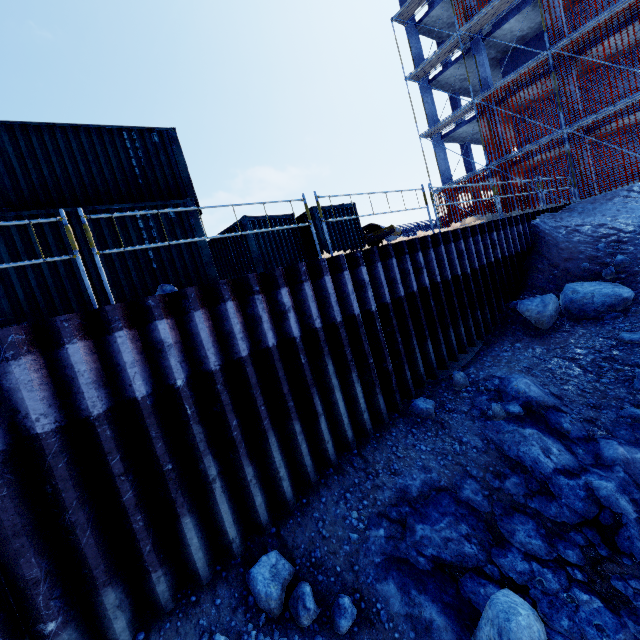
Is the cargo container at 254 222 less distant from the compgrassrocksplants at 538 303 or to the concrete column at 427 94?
the compgrassrocksplants at 538 303

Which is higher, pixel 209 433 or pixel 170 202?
pixel 170 202

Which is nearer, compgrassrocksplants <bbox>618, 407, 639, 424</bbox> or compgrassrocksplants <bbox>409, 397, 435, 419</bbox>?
compgrassrocksplants <bbox>618, 407, 639, 424</bbox>

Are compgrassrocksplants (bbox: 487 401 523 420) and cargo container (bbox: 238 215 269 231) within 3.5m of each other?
no

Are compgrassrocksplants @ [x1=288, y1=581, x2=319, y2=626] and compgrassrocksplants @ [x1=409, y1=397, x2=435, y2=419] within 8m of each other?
yes

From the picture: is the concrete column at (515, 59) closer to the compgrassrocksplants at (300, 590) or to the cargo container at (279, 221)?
the cargo container at (279, 221)

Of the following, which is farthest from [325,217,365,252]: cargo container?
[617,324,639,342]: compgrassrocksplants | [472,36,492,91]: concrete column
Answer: [472,36,492,91]: concrete column

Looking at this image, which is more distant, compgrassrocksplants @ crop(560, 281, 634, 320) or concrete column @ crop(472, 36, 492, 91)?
concrete column @ crop(472, 36, 492, 91)
